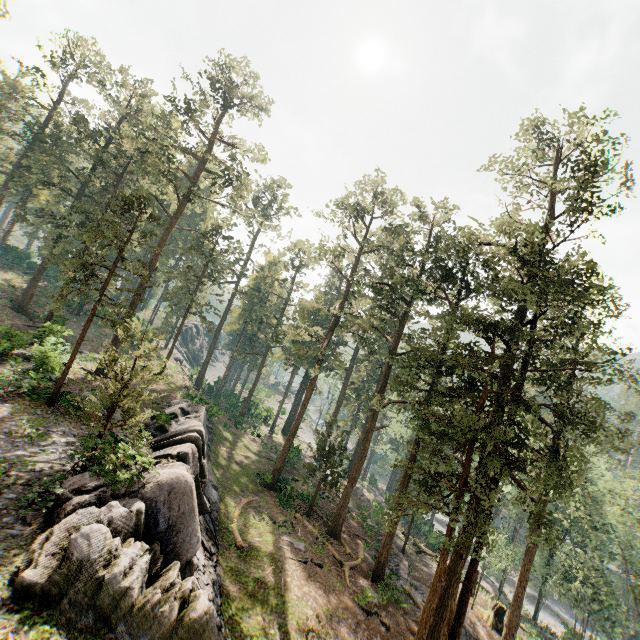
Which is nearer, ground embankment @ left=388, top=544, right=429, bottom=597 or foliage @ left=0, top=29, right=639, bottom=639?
foliage @ left=0, top=29, right=639, bottom=639

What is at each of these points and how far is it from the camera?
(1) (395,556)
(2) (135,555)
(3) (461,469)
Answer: (1) ground embankment, 28.4m
(2) rock, 10.0m
(3) foliage, 54.4m

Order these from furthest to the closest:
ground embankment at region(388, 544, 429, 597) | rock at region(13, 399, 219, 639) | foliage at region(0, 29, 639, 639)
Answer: ground embankment at region(388, 544, 429, 597)
foliage at region(0, 29, 639, 639)
rock at region(13, 399, 219, 639)

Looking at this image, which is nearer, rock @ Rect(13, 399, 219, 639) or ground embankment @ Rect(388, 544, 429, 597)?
rock @ Rect(13, 399, 219, 639)

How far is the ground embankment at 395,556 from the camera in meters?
24.7 m

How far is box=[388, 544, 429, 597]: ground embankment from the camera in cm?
2470

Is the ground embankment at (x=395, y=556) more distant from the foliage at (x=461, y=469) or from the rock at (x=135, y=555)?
the rock at (x=135, y=555)

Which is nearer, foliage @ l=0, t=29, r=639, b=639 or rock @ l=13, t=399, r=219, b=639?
rock @ l=13, t=399, r=219, b=639
